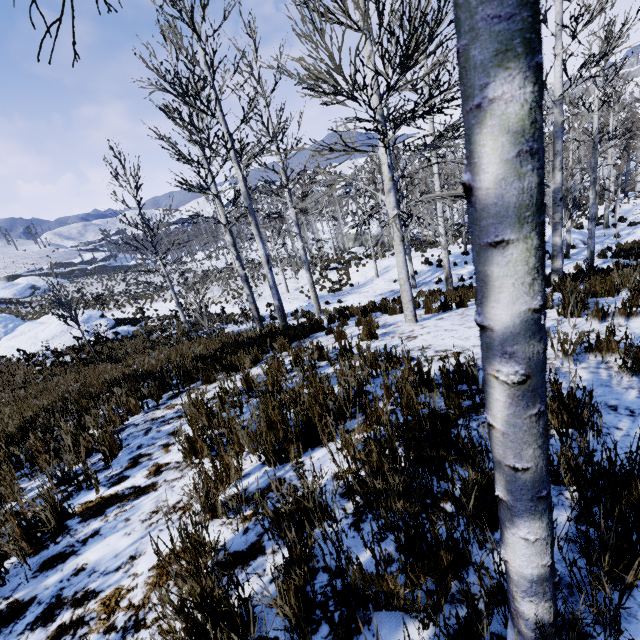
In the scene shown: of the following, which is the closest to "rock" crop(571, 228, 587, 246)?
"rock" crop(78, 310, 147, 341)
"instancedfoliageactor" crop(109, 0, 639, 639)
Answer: "instancedfoliageactor" crop(109, 0, 639, 639)

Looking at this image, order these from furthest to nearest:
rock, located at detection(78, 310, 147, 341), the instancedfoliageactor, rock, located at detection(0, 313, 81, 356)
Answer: rock, located at detection(78, 310, 147, 341) < rock, located at detection(0, 313, 81, 356) < the instancedfoliageactor

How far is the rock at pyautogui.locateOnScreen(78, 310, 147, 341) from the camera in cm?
1917

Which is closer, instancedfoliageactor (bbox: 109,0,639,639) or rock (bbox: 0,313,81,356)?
instancedfoliageactor (bbox: 109,0,639,639)

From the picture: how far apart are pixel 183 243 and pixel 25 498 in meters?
8.4 m

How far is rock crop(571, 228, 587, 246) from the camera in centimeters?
1947cm

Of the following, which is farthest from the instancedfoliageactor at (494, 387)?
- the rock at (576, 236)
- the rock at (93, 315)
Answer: the rock at (93, 315)
